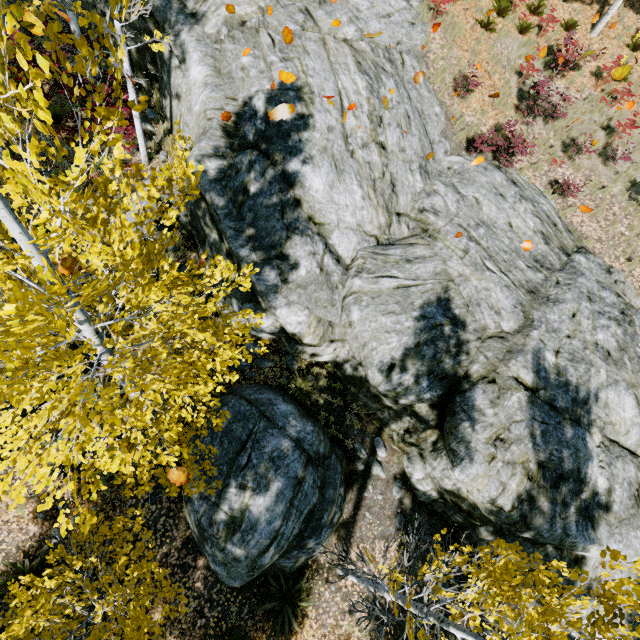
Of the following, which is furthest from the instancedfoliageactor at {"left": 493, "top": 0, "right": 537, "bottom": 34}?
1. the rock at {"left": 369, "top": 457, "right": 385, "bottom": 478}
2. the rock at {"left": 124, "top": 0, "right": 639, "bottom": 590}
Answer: the rock at {"left": 369, "top": 457, "right": 385, "bottom": 478}

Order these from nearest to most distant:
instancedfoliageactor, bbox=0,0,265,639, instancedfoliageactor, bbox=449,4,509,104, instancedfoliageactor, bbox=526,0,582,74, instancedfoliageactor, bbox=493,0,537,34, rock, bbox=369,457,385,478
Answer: instancedfoliageactor, bbox=0,0,265,639 → rock, bbox=369,457,385,478 → instancedfoliageactor, bbox=449,4,509,104 → instancedfoliageactor, bbox=526,0,582,74 → instancedfoliageactor, bbox=493,0,537,34

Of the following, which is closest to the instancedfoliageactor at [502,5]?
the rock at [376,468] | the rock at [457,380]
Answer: the rock at [457,380]

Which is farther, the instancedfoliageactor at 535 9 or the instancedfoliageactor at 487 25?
the instancedfoliageactor at 535 9

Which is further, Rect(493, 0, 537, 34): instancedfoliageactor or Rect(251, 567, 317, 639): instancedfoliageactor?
Rect(493, 0, 537, 34): instancedfoliageactor

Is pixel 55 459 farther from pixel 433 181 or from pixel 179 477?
pixel 433 181

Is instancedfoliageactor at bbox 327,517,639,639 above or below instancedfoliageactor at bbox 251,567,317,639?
above
